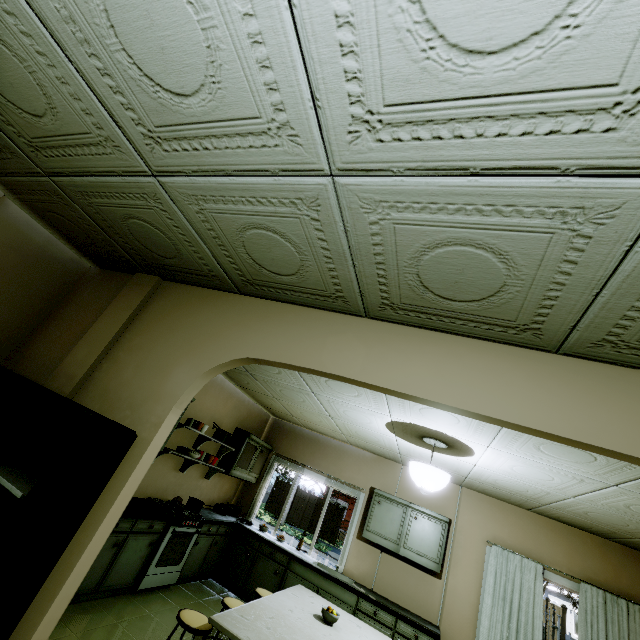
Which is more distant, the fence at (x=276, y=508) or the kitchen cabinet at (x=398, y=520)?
the fence at (x=276, y=508)

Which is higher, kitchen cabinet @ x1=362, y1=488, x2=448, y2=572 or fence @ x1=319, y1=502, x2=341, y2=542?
kitchen cabinet @ x1=362, y1=488, x2=448, y2=572

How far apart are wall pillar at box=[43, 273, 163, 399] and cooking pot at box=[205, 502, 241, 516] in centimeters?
428cm

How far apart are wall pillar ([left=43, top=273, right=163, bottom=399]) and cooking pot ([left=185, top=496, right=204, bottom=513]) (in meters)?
3.10

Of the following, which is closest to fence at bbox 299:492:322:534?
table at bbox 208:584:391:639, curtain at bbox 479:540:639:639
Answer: curtain at bbox 479:540:639:639

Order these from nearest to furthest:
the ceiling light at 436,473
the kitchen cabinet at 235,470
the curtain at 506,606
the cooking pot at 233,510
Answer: the ceiling light at 436,473 < the curtain at 506,606 < the cooking pot at 233,510 < the kitchen cabinet at 235,470

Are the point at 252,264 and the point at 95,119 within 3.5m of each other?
yes

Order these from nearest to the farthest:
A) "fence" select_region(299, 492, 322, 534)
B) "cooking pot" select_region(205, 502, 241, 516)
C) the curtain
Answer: the curtain → "cooking pot" select_region(205, 502, 241, 516) → "fence" select_region(299, 492, 322, 534)
